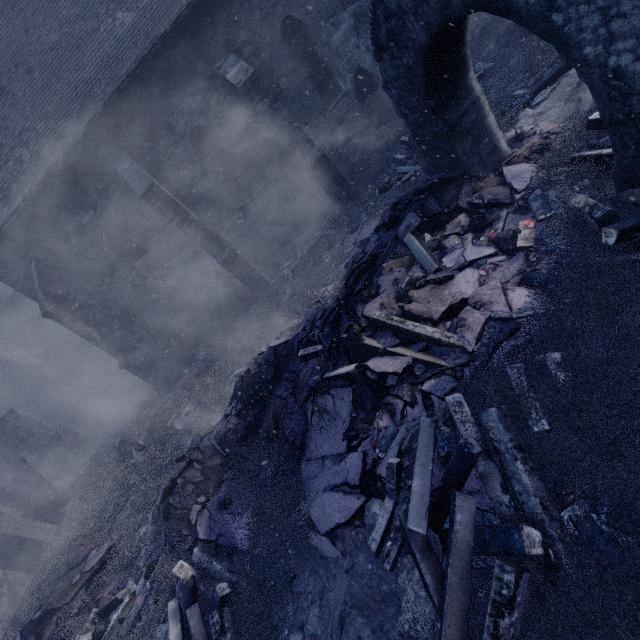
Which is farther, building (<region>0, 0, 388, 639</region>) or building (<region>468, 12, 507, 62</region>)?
building (<region>468, 12, 507, 62</region>)

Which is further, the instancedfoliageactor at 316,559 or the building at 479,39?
the building at 479,39

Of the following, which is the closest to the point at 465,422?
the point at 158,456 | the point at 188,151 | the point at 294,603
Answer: the point at 294,603

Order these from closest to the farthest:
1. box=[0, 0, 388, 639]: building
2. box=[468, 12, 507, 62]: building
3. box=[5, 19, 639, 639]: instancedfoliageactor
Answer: box=[5, 19, 639, 639]: instancedfoliageactor → box=[0, 0, 388, 639]: building → box=[468, 12, 507, 62]: building

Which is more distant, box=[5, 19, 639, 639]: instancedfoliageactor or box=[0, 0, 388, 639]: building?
box=[0, 0, 388, 639]: building

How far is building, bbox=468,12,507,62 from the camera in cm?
1155
